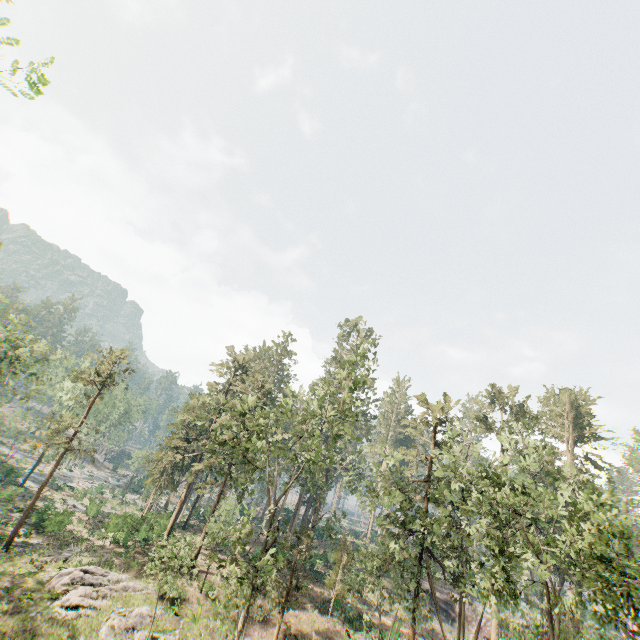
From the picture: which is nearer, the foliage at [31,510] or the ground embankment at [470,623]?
the foliage at [31,510]

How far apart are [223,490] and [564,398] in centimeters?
4556cm

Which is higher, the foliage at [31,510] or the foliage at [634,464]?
the foliage at [634,464]

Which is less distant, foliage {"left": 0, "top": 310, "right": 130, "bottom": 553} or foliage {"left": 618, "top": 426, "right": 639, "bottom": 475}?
foliage {"left": 0, "top": 310, "right": 130, "bottom": 553}

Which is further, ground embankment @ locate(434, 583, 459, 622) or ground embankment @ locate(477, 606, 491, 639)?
ground embankment @ locate(434, 583, 459, 622)

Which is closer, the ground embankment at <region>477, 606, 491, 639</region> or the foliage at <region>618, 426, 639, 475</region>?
the ground embankment at <region>477, 606, 491, 639</region>

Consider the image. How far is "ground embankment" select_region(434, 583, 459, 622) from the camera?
41.7 meters
